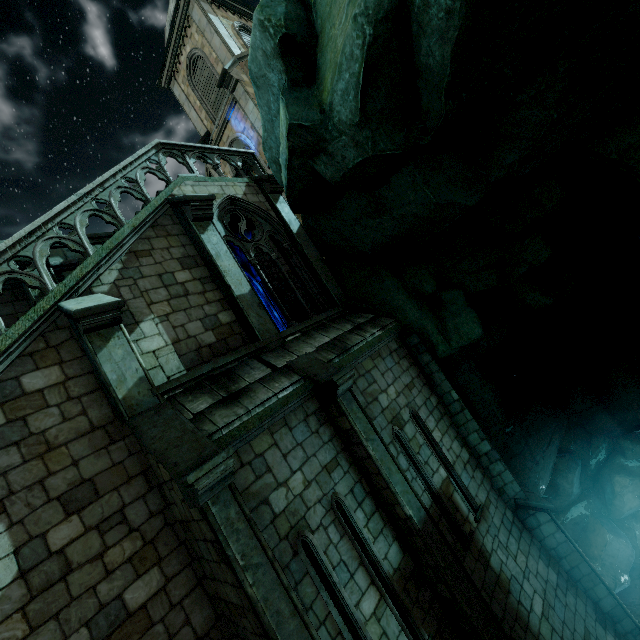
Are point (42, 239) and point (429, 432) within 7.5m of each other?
no
